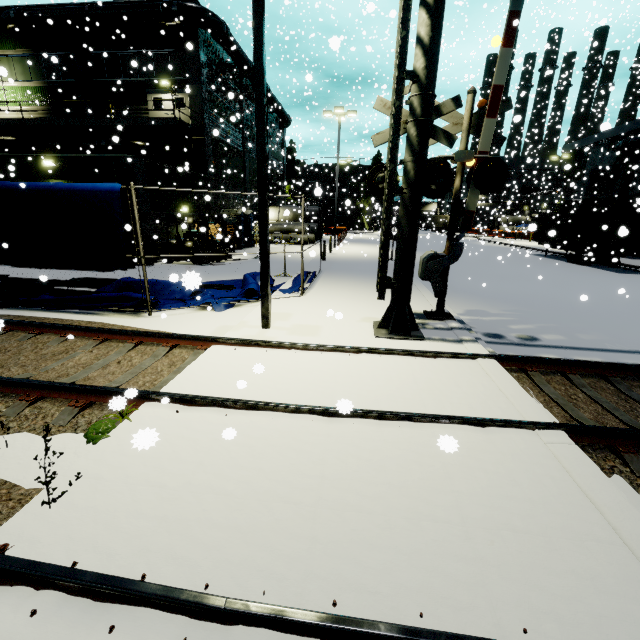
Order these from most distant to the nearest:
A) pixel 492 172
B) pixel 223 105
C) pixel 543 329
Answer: pixel 223 105
pixel 543 329
pixel 492 172

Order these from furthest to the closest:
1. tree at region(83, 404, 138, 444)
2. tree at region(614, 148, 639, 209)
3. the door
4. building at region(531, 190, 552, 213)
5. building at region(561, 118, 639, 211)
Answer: building at region(531, 190, 552, 213) < building at region(561, 118, 639, 211) < tree at region(614, 148, 639, 209) < the door < tree at region(83, 404, 138, 444)

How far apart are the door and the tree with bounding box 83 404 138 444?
24.0m

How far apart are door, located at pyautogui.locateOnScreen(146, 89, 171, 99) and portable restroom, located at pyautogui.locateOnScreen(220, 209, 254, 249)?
5.8m

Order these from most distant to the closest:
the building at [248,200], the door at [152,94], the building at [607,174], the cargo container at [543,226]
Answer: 1. the building at [607,174]
2. the door at [152,94]
3. the cargo container at [543,226]
4. the building at [248,200]

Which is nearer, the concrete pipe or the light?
the light

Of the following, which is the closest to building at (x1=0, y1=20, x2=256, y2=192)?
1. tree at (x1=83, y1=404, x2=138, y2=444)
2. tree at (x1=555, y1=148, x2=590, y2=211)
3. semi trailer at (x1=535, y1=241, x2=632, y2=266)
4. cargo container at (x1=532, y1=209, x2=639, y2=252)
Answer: tree at (x1=555, y1=148, x2=590, y2=211)

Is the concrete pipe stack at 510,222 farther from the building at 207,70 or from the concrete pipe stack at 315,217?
the concrete pipe stack at 315,217
